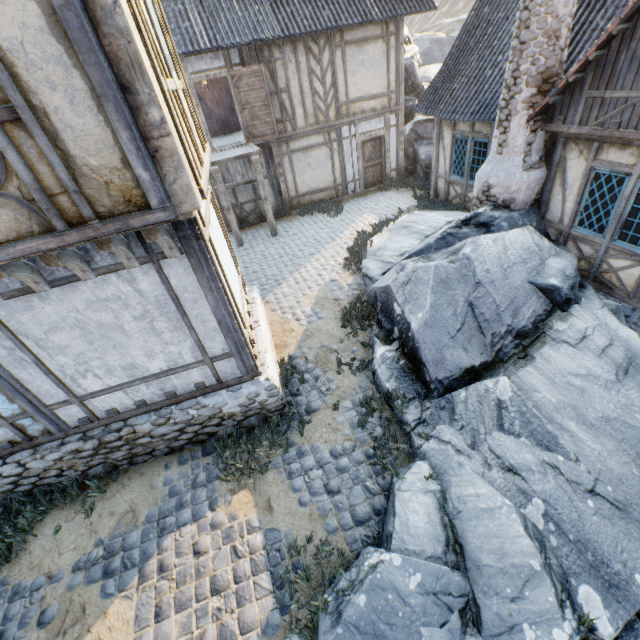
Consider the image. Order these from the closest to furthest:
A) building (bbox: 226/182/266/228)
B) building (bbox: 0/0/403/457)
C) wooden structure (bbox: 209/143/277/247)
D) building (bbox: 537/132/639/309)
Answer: building (bbox: 0/0/403/457) < building (bbox: 537/132/639/309) < wooden structure (bbox: 209/143/277/247) < building (bbox: 226/182/266/228)

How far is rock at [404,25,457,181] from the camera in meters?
14.2 m

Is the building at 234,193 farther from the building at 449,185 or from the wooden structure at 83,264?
the wooden structure at 83,264

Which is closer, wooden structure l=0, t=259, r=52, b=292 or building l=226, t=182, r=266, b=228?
wooden structure l=0, t=259, r=52, b=292

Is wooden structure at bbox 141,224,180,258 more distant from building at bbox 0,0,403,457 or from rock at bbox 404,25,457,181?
rock at bbox 404,25,457,181

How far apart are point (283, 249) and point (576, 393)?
9.20m

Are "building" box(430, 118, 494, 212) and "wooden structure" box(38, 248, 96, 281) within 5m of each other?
no

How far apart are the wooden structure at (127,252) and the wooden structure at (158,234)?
0.3m
